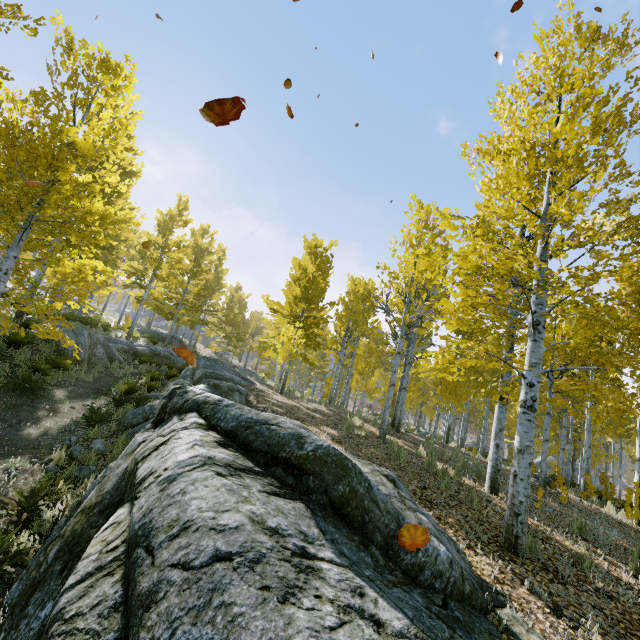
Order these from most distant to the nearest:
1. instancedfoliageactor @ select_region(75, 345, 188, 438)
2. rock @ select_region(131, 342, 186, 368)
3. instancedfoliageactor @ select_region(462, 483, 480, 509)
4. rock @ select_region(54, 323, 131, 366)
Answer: rock @ select_region(131, 342, 186, 368) < rock @ select_region(54, 323, 131, 366) < instancedfoliageactor @ select_region(75, 345, 188, 438) < instancedfoliageactor @ select_region(462, 483, 480, 509)

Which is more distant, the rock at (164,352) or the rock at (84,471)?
the rock at (164,352)

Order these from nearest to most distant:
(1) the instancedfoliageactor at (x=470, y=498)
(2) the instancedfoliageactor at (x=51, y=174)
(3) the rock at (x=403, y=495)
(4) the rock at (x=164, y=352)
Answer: (3) the rock at (x=403, y=495), (2) the instancedfoliageactor at (x=51, y=174), (1) the instancedfoliageactor at (x=470, y=498), (4) the rock at (x=164, y=352)

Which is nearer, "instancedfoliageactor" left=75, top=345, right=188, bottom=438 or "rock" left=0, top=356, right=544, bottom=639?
"rock" left=0, top=356, right=544, bottom=639

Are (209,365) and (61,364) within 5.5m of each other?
yes

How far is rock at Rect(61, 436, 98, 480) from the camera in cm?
611

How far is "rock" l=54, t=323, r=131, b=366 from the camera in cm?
1241
